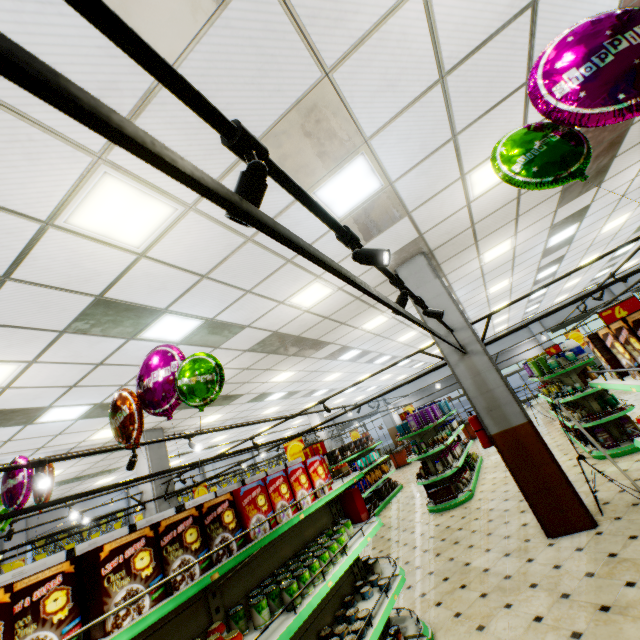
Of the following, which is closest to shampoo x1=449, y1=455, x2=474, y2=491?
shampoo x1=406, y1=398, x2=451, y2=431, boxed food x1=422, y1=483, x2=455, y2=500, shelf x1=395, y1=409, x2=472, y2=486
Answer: shelf x1=395, y1=409, x2=472, y2=486

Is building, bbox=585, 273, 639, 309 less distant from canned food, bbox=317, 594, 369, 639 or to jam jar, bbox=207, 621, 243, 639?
canned food, bbox=317, 594, 369, 639

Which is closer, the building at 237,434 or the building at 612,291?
the building at 237,434

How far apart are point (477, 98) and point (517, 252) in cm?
622

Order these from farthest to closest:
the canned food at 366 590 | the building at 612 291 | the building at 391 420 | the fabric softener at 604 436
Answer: the building at 391 420
the building at 612 291
the fabric softener at 604 436
the canned food at 366 590

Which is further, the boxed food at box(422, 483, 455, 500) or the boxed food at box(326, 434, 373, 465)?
the boxed food at box(326, 434, 373, 465)

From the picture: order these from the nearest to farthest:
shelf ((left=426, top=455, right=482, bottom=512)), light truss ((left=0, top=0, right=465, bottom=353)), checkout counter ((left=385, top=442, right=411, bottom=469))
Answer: light truss ((left=0, top=0, right=465, bottom=353)) → shelf ((left=426, top=455, right=482, bottom=512)) → checkout counter ((left=385, top=442, right=411, bottom=469))

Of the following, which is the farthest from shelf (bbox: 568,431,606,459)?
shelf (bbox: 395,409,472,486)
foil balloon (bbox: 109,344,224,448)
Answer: foil balloon (bbox: 109,344,224,448)
